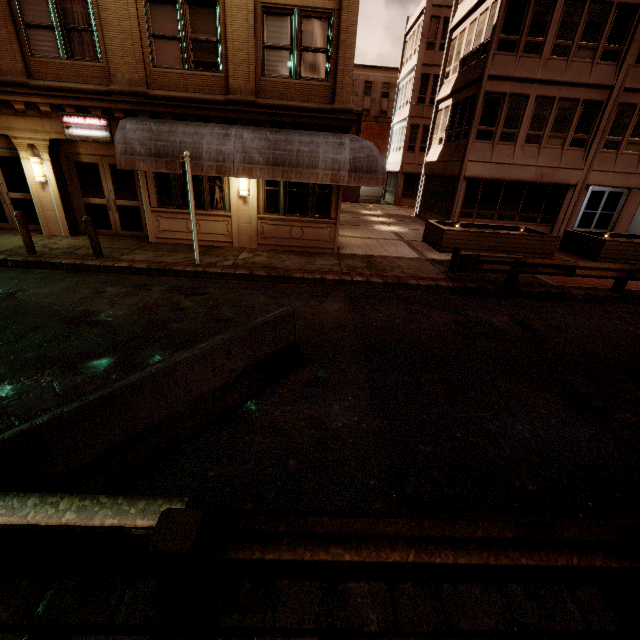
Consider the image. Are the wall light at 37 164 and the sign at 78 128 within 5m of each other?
yes

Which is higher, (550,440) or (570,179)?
(570,179)

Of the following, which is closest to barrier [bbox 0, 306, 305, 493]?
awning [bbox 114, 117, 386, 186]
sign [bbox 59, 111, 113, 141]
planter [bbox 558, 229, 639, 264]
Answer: awning [bbox 114, 117, 386, 186]

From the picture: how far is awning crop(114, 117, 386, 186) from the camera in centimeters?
A: 957cm

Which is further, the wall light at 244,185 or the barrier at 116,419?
the wall light at 244,185

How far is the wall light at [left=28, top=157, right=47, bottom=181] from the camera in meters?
10.8

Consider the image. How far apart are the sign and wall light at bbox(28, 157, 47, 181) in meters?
1.2

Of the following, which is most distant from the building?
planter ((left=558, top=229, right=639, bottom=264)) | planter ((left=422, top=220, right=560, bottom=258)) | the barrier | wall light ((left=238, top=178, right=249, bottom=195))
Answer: planter ((left=558, top=229, right=639, bottom=264))
